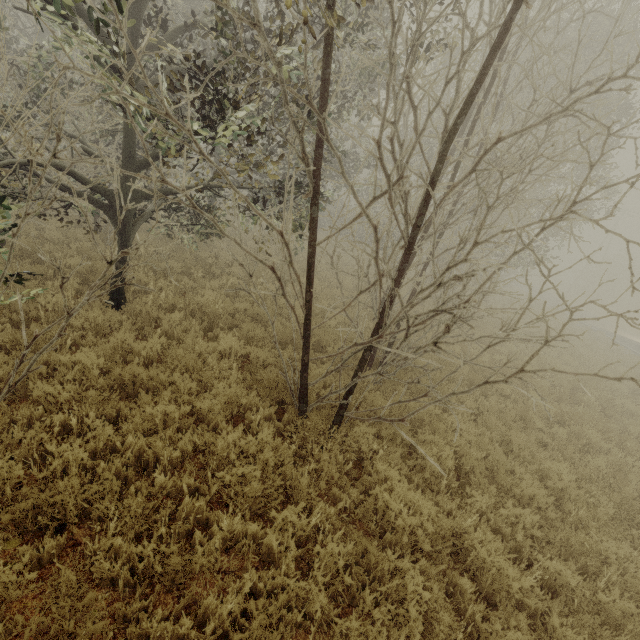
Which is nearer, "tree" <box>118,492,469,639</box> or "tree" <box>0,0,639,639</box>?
"tree" <box>118,492,469,639</box>

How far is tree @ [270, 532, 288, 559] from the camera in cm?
355

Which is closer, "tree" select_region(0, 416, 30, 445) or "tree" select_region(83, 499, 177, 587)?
"tree" select_region(83, 499, 177, 587)

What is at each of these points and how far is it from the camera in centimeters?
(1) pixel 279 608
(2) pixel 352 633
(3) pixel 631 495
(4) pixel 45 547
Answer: (1) tree, 317cm
(2) tree, 304cm
(3) tree, 577cm
(4) tree, 300cm

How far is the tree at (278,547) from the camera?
3.55m
